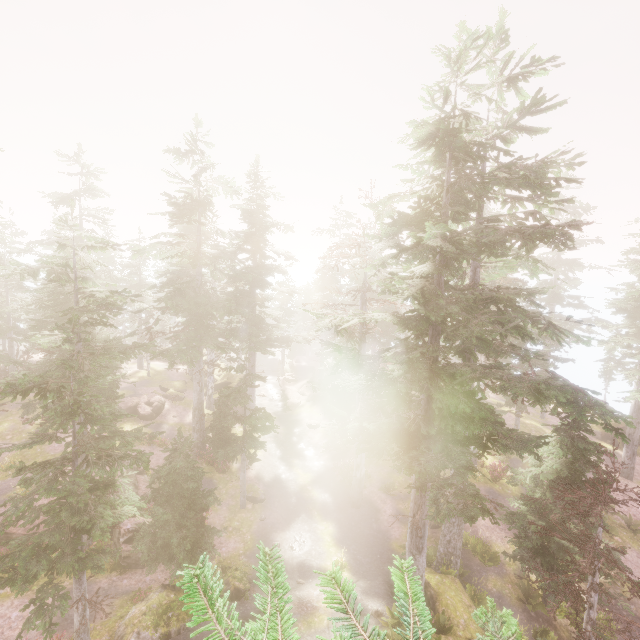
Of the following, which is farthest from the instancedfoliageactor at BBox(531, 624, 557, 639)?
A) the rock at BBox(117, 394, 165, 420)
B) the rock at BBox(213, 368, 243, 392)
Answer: the rock at BBox(117, 394, 165, 420)

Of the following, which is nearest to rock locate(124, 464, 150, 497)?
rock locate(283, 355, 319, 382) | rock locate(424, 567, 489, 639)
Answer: rock locate(424, 567, 489, 639)

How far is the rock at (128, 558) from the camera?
16.88m

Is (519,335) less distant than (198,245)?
Yes

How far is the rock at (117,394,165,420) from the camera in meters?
30.5

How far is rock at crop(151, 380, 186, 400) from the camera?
36.1m

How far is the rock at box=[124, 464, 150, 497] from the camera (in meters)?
21.47

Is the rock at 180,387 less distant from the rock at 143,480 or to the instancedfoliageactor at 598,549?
the instancedfoliageactor at 598,549
